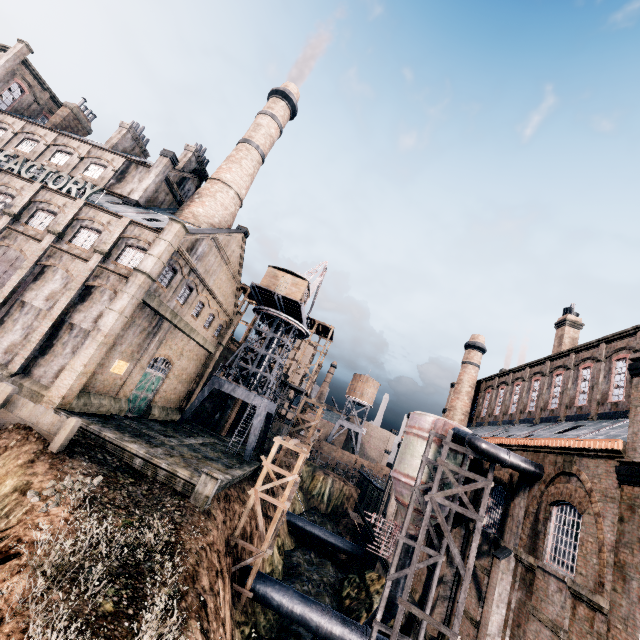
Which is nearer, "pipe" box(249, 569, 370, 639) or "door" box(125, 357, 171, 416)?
"pipe" box(249, 569, 370, 639)

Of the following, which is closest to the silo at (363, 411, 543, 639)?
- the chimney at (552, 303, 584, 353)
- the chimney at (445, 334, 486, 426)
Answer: the chimney at (552, 303, 584, 353)

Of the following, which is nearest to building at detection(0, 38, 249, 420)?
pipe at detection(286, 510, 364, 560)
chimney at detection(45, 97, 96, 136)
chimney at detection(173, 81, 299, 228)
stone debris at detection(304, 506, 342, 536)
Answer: chimney at detection(173, 81, 299, 228)

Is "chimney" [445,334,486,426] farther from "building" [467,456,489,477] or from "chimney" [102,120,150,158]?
"chimney" [102,120,150,158]

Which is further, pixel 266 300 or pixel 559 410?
pixel 266 300

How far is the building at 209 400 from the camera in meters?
45.9 m

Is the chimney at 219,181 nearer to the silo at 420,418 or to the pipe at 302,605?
the silo at 420,418

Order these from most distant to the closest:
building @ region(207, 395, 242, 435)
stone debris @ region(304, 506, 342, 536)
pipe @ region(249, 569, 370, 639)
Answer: stone debris @ region(304, 506, 342, 536) < building @ region(207, 395, 242, 435) < pipe @ region(249, 569, 370, 639)
